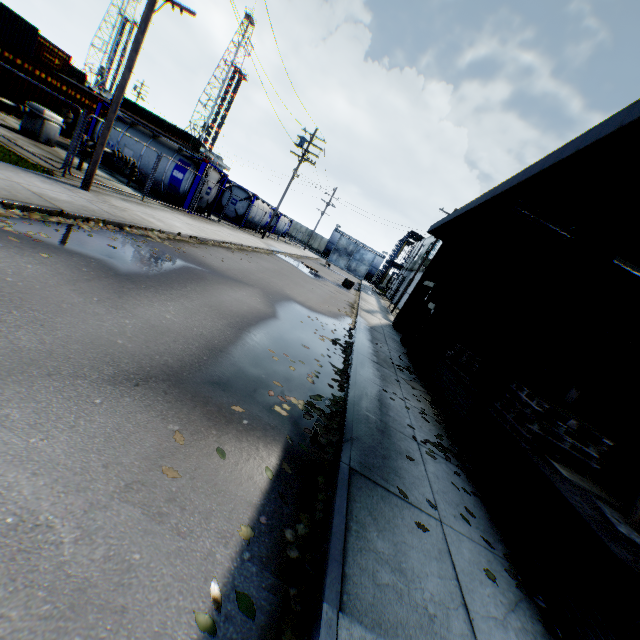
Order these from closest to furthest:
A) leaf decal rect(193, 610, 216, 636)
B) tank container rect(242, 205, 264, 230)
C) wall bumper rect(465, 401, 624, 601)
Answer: leaf decal rect(193, 610, 216, 636) → wall bumper rect(465, 401, 624, 601) → tank container rect(242, 205, 264, 230)

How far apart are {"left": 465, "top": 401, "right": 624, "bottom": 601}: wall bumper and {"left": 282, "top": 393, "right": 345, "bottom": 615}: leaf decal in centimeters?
252cm

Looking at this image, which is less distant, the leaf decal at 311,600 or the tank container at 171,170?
the leaf decal at 311,600

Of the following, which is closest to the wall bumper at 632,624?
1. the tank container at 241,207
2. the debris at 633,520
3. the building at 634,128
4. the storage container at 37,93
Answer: the building at 634,128

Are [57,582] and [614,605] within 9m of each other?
yes

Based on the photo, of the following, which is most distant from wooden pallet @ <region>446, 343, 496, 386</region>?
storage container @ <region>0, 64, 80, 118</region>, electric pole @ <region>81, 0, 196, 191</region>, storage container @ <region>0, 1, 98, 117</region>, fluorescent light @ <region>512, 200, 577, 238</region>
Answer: storage container @ <region>0, 1, 98, 117</region>

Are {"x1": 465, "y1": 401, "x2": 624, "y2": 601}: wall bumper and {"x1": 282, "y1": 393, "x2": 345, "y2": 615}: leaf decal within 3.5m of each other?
yes

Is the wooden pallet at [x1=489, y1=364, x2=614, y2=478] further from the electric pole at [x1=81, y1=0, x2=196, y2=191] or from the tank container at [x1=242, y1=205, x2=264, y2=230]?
the tank container at [x1=242, y1=205, x2=264, y2=230]
